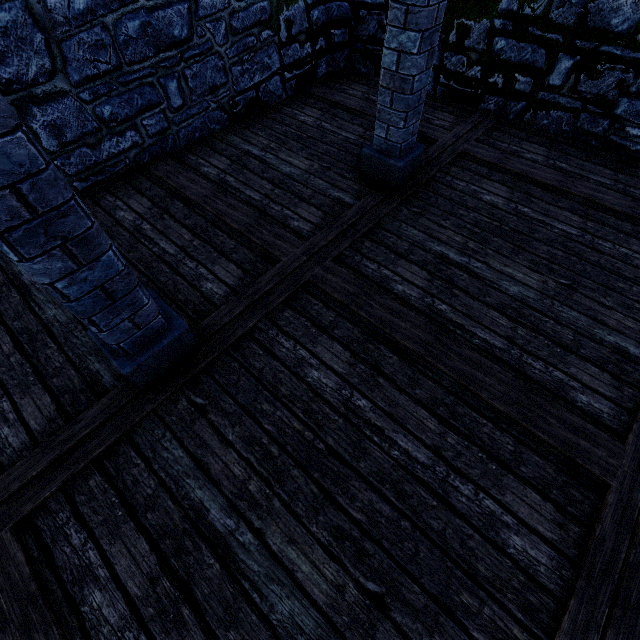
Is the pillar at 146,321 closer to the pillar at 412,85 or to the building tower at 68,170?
the pillar at 412,85

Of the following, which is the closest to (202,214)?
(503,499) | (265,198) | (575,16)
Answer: (265,198)

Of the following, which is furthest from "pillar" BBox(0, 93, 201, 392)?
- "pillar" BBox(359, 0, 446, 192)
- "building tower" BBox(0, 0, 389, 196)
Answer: "building tower" BBox(0, 0, 389, 196)

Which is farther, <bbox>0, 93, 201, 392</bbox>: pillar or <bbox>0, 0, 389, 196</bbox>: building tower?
<bbox>0, 0, 389, 196</bbox>: building tower

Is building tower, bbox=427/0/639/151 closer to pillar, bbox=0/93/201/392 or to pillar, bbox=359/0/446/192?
pillar, bbox=359/0/446/192

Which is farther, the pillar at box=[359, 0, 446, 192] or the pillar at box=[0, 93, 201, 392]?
the pillar at box=[359, 0, 446, 192]

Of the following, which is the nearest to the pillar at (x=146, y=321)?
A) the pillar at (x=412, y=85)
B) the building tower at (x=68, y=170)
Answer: the pillar at (x=412, y=85)
